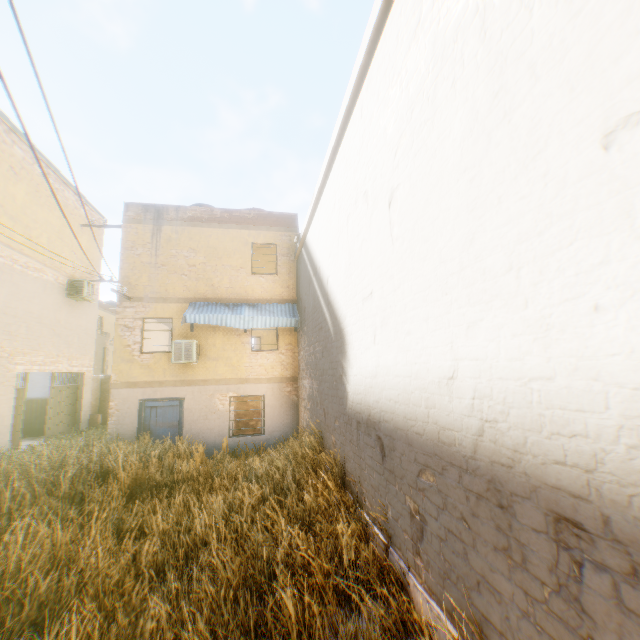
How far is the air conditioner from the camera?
13.7m

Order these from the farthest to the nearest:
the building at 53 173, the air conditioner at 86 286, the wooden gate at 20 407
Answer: the air conditioner at 86 286 < the building at 53 173 < the wooden gate at 20 407

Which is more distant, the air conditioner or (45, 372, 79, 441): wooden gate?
the air conditioner

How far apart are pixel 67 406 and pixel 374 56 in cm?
1719

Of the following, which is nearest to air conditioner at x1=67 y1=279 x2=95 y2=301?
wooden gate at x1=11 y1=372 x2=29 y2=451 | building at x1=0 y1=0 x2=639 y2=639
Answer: building at x1=0 y1=0 x2=639 y2=639

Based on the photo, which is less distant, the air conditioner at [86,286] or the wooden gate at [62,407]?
the wooden gate at [62,407]

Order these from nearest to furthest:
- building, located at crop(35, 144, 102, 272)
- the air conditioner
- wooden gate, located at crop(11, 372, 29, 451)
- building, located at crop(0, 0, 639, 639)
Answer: →
1. building, located at crop(0, 0, 639, 639)
2. wooden gate, located at crop(11, 372, 29, 451)
3. building, located at crop(35, 144, 102, 272)
4. the air conditioner

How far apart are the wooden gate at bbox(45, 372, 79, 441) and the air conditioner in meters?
3.2 m
